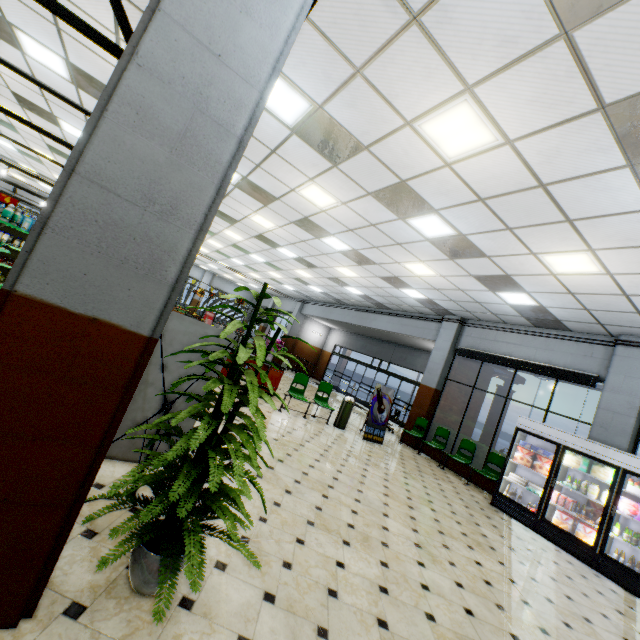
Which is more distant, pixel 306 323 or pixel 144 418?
pixel 306 323

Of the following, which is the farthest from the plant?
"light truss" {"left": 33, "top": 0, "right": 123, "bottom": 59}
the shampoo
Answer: the shampoo

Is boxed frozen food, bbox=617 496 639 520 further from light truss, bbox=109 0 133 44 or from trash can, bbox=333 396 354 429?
light truss, bbox=109 0 133 44

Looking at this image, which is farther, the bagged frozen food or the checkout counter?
the checkout counter

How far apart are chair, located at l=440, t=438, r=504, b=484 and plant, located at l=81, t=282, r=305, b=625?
8.1m

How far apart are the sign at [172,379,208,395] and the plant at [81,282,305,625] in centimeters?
72cm

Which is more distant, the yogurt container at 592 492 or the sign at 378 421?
the sign at 378 421

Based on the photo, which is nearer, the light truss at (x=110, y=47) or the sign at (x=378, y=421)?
the light truss at (x=110, y=47)
